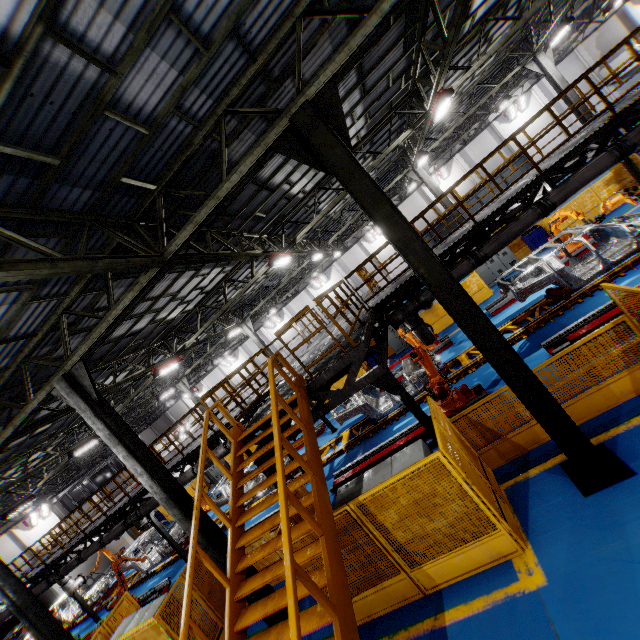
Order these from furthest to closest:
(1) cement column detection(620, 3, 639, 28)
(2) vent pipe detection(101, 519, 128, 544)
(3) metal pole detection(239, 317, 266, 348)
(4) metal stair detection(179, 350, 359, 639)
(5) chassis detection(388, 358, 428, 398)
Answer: (1) cement column detection(620, 3, 639, 28)
(3) metal pole detection(239, 317, 266, 348)
(2) vent pipe detection(101, 519, 128, 544)
(5) chassis detection(388, 358, 428, 398)
(4) metal stair detection(179, 350, 359, 639)

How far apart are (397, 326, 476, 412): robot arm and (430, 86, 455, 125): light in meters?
7.5

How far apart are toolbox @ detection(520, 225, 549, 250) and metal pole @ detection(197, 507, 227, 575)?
18.1m

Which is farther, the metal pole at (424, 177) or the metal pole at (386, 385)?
the metal pole at (424, 177)

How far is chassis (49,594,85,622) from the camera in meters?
19.3

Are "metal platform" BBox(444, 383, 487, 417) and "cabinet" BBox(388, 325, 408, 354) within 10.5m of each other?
yes

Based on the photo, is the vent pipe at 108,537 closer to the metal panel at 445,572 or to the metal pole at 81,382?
the metal panel at 445,572

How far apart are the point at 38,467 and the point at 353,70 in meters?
20.8
